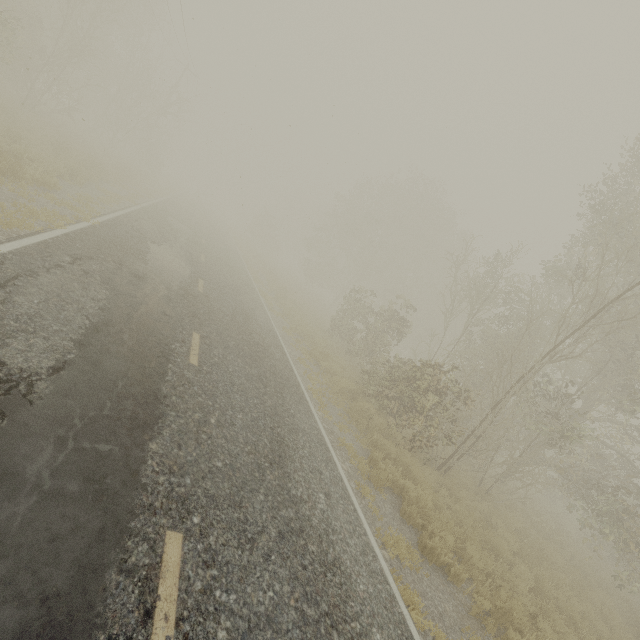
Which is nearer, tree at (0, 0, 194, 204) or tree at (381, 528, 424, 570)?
tree at (381, 528, 424, 570)

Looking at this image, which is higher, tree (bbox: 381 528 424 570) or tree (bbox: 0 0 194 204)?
tree (bbox: 0 0 194 204)

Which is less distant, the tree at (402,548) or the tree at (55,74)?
the tree at (402,548)

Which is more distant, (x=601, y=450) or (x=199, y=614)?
(x=601, y=450)

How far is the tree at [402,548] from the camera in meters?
5.8

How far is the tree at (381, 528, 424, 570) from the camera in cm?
577
